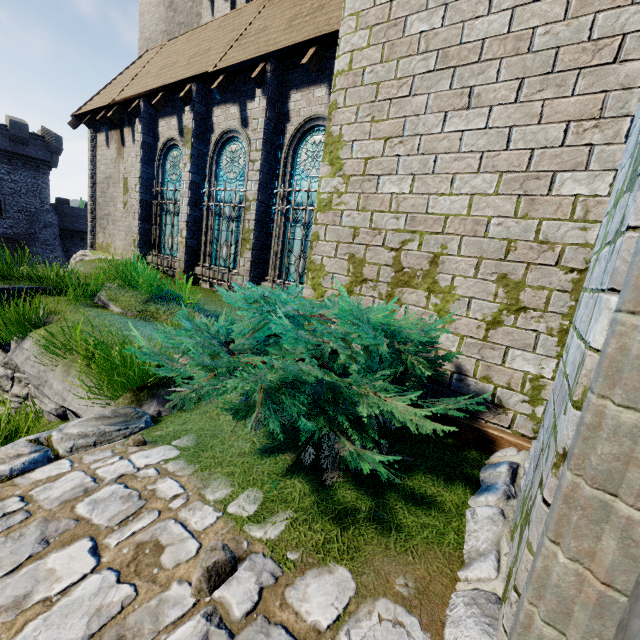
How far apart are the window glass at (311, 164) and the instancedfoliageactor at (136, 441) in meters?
5.6

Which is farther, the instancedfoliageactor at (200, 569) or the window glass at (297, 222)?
the window glass at (297, 222)

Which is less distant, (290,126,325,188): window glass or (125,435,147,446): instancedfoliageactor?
(125,435,147,446): instancedfoliageactor

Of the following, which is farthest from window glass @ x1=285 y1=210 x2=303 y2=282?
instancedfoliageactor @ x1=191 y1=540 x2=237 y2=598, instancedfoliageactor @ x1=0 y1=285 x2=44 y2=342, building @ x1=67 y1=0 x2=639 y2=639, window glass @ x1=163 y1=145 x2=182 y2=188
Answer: instancedfoliageactor @ x1=191 y1=540 x2=237 y2=598

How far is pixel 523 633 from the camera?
0.8 meters

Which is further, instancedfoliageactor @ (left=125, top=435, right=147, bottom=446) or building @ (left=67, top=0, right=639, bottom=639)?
instancedfoliageactor @ (left=125, top=435, right=147, bottom=446)

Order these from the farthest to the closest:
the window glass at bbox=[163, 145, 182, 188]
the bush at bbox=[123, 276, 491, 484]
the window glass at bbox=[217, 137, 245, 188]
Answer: the window glass at bbox=[163, 145, 182, 188], the window glass at bbox=[217, 137, 245, 188], the bush at bbox=[123, 276, 491, 484]

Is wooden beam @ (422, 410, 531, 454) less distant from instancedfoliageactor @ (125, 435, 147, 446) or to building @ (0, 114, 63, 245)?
instancedfoliageactor @ (125, 435, 147, 446)
